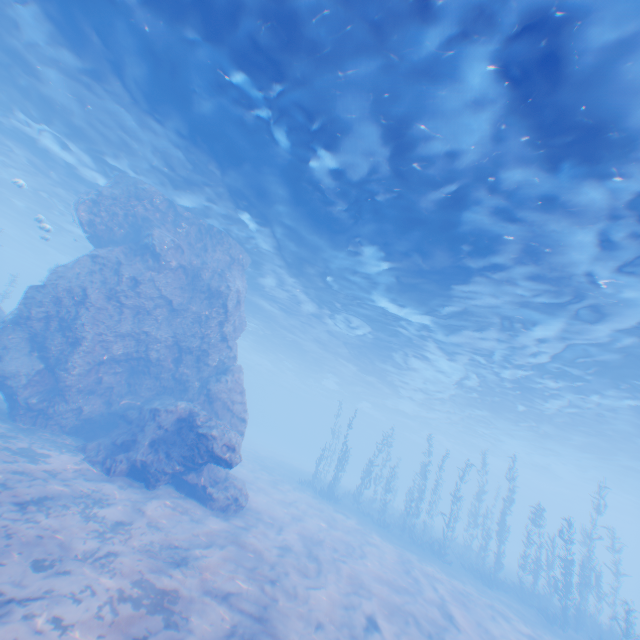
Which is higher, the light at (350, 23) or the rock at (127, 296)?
the light at (350, 23)

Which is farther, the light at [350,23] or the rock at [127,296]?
the rock at [127,296]

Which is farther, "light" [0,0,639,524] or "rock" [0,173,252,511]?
"rock" [0,173,252,511]

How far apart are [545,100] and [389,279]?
10.1 meters

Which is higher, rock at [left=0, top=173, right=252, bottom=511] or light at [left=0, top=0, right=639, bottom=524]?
light at [left=0, top=0, right=639, bottom=524]
